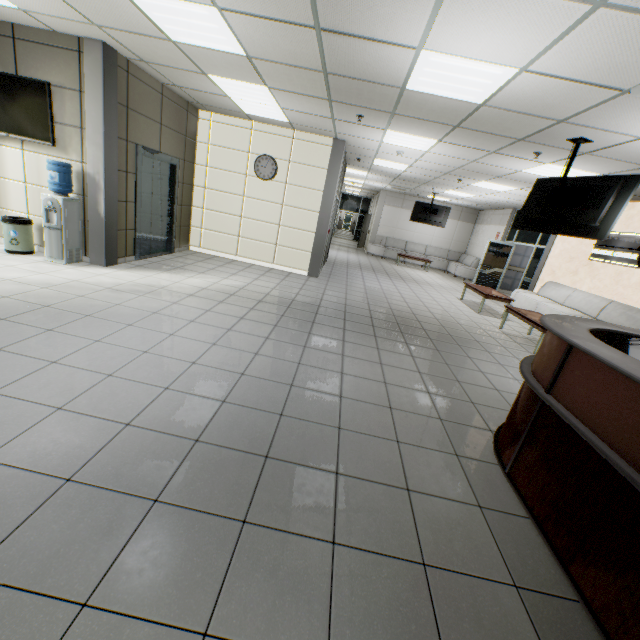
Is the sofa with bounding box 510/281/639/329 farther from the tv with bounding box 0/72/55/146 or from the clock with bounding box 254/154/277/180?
the tv with bounding box 0/72/55/146

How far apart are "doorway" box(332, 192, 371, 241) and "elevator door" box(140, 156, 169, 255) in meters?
17.6 m

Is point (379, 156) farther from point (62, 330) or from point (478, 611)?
point (478, 611)

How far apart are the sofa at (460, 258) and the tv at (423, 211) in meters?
2.3

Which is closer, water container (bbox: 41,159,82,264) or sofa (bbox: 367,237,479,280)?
water container (bbox: 41,159,82,264)

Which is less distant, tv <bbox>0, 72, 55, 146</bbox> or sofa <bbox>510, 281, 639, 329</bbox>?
tv <bbox>0, 72, 55, 146</bbox>

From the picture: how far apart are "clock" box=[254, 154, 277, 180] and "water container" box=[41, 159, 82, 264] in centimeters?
374cm

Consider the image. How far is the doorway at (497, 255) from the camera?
10.73m
